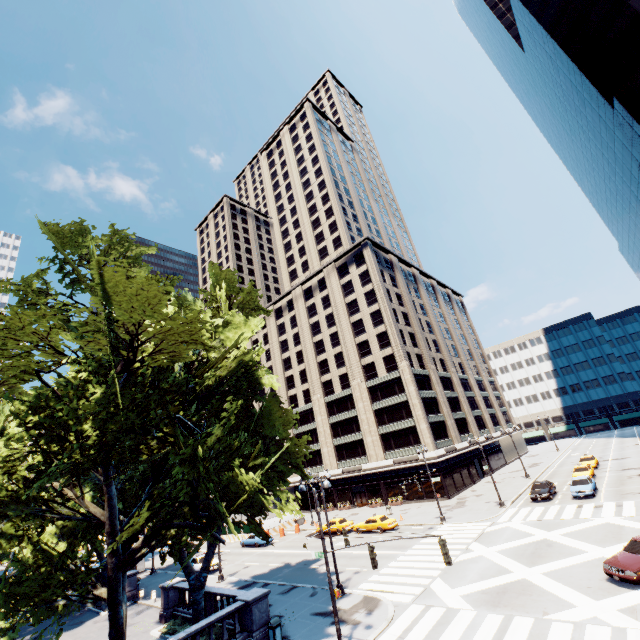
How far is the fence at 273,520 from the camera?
45.8 meters

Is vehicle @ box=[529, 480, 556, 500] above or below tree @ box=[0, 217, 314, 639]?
below

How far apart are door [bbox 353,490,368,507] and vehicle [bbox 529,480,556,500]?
24.4m

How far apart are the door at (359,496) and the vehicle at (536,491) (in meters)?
24.45

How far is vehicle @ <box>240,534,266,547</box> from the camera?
39.78m

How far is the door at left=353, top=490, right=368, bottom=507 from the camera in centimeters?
5162cm

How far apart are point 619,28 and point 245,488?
61.96m

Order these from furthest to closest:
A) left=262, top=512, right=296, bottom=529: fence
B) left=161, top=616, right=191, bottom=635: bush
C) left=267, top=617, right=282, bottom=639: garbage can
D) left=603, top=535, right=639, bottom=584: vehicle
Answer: left=262, top=512, right=296, bottom=529: fence, left=161, top=616, right=191, bottom=635: bush, left=267, top=617, right=282, bottom=639: garbage can, left=603, top=535, right=639, bottom=584: vehicle
